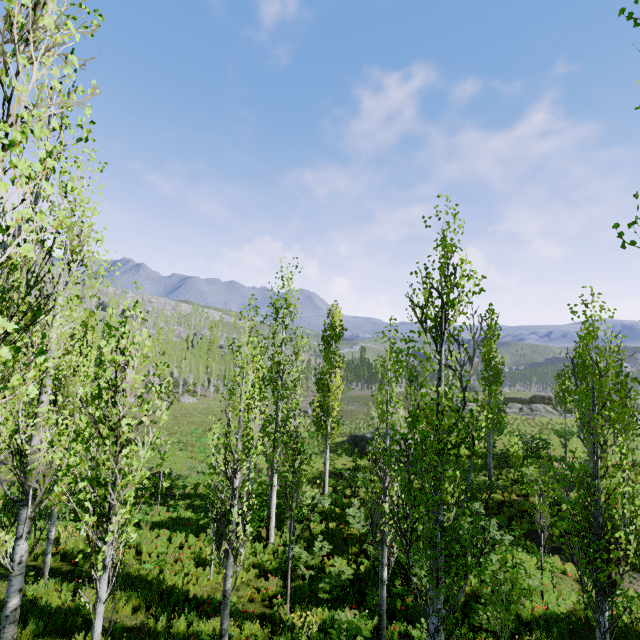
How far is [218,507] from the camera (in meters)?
7.21

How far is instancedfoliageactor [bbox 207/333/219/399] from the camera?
56.8 meters

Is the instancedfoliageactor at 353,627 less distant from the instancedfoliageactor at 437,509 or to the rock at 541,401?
the instancedfoliageactor at 437,509

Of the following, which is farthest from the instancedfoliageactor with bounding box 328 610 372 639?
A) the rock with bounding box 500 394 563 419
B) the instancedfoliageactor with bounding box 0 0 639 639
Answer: the rock with bounding box 500 394 563 419

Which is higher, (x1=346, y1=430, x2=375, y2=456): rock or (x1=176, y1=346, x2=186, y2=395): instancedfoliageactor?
(x1=176, y1=346, x2=186, y2=395): instancedfoliageactor

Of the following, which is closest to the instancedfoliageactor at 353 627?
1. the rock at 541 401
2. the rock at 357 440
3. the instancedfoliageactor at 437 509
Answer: the instancedfoliageactor at 437 509

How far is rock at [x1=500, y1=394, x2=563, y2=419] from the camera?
35.5 meters
